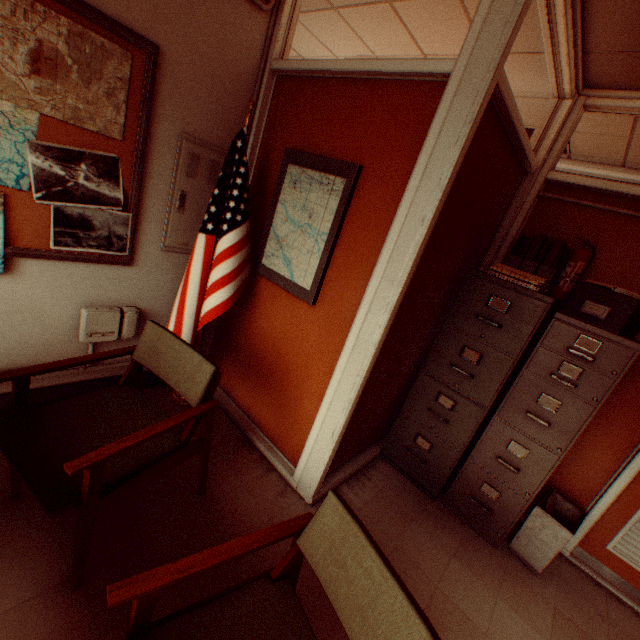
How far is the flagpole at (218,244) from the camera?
2.36m

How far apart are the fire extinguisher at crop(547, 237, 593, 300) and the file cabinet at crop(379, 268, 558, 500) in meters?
0.5

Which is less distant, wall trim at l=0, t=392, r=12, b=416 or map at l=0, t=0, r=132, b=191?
map at l=0, t=0, r=132, b=191

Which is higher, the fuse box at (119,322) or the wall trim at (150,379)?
the fuse box at (119,322)

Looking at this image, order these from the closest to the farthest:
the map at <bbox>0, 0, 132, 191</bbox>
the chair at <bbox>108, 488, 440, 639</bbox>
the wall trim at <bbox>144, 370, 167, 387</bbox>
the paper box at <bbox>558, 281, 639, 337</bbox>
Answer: the chair at <bbox>108, 488, 440, 639</bbox> < the map at <bbox>0, 0, 132, 191</bbox> < the paper box at <bbox>558, 281, 639, 337</bbox> < the wall trim at <bbox>144, 370, 167, 387</bbox>

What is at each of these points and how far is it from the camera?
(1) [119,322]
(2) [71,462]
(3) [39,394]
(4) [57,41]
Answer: (1) fuse box, 2.5 meters
(2) chair, 1.3 meters
(3) wall trim, 2.4 meters
(4) map, 1.7 meters

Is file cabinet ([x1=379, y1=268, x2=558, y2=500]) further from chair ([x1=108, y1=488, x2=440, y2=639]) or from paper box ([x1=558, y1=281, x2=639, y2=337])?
chair ([x1=108, y1=488, x2=440, y2=639])

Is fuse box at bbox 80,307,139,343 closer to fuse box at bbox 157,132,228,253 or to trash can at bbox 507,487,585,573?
fuse box at bbox 157,132,228,253
